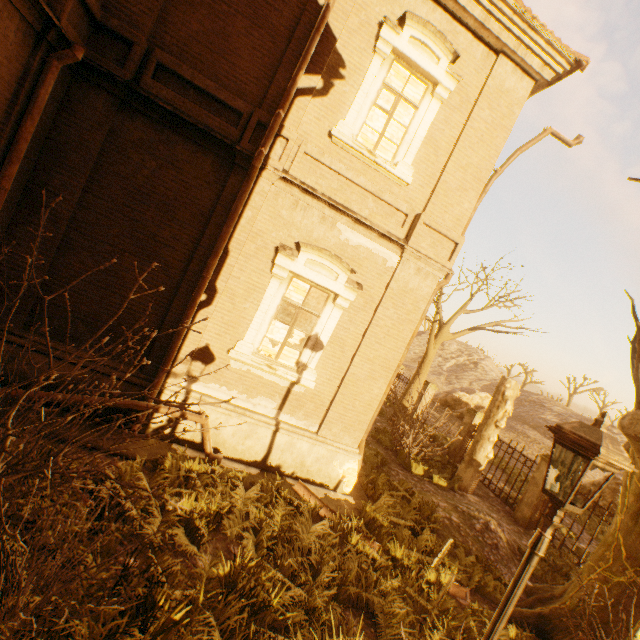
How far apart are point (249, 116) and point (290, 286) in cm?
336

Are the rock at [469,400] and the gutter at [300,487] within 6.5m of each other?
no

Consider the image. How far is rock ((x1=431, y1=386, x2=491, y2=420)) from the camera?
27.72m

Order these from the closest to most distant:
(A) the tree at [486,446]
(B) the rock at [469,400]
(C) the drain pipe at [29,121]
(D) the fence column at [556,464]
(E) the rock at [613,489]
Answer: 1. (C) the drain pipe at [29,121]
2. (D) the fence column at [556,464]
3. (A) the tree at [486,446]
4. (E) the rock at [613,489]
5. (B) the rock at [469,400]

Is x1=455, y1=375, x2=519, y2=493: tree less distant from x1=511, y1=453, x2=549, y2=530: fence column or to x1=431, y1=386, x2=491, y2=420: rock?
x1=511, y1=453, x2=549, y2=530: fence column

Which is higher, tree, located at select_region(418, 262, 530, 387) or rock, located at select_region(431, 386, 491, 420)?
tree, located at select_region(418, 262, 530, 387)

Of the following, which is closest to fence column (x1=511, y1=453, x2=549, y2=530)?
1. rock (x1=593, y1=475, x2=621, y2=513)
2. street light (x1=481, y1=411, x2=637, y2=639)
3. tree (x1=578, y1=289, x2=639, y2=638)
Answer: tree (x1=578, y1=289, x2=639, y2=638)

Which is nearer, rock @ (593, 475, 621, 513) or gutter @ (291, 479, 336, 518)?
gutter @ (291, 479, 336, 518)
